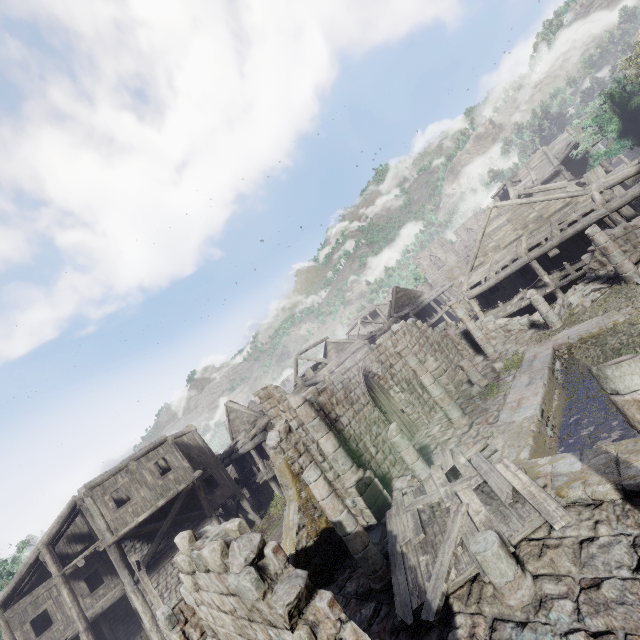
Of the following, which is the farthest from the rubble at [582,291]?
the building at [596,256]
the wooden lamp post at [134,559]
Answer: the wooden lamp post at [134,559]

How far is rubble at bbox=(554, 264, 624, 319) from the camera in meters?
14.9

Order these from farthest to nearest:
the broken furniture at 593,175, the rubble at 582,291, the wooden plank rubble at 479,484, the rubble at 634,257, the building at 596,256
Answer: the broken furniture at 593,175 < the rubble at 582,291 < the rubble at 634,257 < the wooden plank rubble at 479,484 < the building at 596,256

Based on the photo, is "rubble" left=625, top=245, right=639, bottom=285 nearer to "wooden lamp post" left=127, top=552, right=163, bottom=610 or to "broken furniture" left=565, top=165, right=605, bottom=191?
"broken furniture" left=565, top=165, right=605, bottom=191

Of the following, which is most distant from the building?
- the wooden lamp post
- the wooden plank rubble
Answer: the wooden lamp post

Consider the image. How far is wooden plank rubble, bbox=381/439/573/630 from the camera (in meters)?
6.23

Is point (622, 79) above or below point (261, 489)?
above

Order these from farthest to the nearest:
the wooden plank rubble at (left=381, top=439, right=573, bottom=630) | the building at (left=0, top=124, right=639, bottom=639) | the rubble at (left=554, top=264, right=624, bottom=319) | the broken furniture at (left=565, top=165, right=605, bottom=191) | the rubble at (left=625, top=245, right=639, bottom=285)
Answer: the broken furniture at (left=565, top=165, right=605, bottom=191) → the rubble at (left=554, top=264, right=624, bottom=319) → the rubble at (left=625, top=245, right=639, bottom=285) → the wooden plank rubble at (left=381, top=439, right=573, bottom=630) → the building at (left=0, top=124, right=639, bottom=639)
